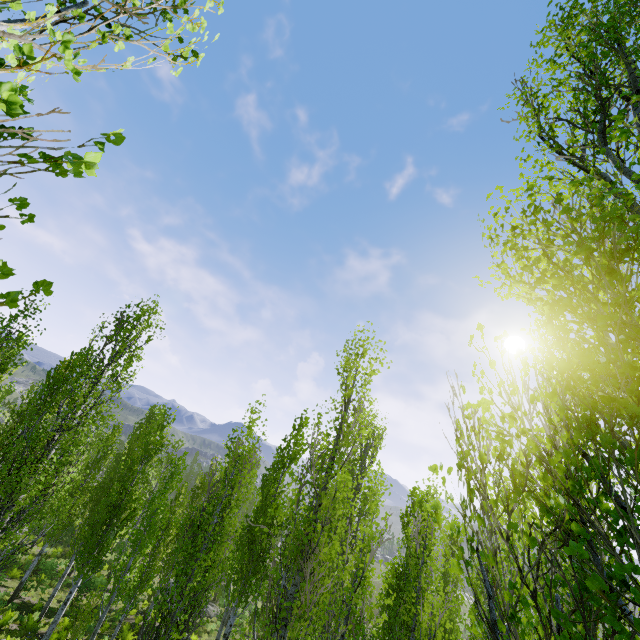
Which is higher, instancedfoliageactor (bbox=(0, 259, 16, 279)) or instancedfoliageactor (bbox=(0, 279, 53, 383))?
instancedfoliageactor (bbox=(0, 259, 16, 279))

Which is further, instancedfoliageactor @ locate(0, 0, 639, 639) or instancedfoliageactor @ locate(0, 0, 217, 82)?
instancedfoliageactor @ locate(0, 0, 639, 639)

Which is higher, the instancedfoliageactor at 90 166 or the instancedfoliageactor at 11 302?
the instancedfoliageactor at 90 166

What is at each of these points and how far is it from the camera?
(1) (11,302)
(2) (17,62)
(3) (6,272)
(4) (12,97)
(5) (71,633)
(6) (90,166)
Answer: (1) instancedfoliageactor, 1.1 meters
(2) instancedfoliageactor, 1.6 meters
(3) instancedfoliageactor, 1.1 meters
(4) instancedfoliageactor, 0.9 meters
(5) instancedfoliageactor, 16.7 meters
(6) instancedfoliageactor, 1.1 meters
